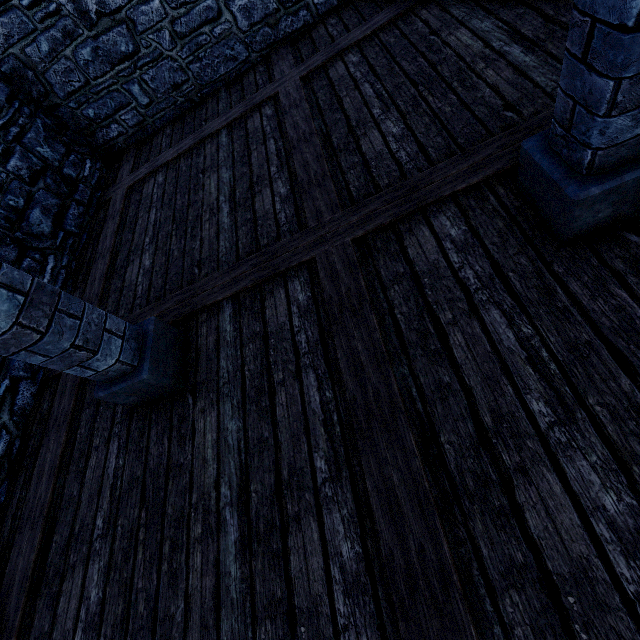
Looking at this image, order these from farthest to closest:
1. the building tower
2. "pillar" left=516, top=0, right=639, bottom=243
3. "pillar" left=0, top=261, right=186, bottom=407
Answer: the building tower < "pillar" left=0, top=261, right=186, bottom=407 < "pillar" left=516, top=0, right=639, bottom=243

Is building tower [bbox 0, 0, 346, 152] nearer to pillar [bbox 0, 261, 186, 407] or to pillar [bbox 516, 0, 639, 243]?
pillar [bbox 0, 261, 186, 407]

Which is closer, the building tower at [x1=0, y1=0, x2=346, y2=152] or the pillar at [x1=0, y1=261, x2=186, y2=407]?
the pillar at [x1=0, y1=261, x2=186, y2=407]

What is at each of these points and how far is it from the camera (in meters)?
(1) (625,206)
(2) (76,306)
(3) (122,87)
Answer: (1) pillar, 1.64
(2) pillar, 2.06
(3) building tower, 5.00

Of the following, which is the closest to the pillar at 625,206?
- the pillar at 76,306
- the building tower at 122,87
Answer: the pillar at 76,306

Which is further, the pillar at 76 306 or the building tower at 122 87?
the building tower at 122 87

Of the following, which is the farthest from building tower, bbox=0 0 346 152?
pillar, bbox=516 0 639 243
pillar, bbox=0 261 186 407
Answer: pillar, bbox=516 0 639 243
